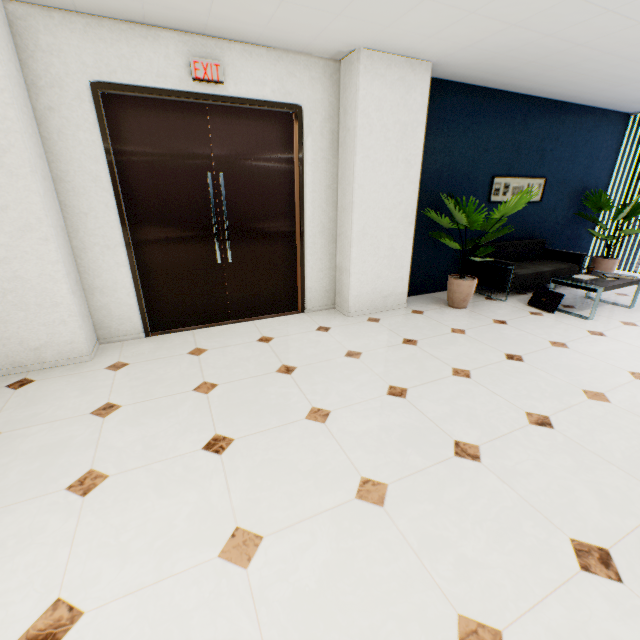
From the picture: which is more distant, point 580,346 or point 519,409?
point 580,346

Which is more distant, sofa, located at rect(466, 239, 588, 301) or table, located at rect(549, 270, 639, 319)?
sofa, located at rect(466, 239, 588, 301)

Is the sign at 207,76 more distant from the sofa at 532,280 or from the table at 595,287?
the table at 595,287

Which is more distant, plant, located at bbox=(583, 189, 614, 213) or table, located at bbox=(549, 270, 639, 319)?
plant, located at bbox=(583, 189, 614, 213)

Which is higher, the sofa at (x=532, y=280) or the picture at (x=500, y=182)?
the picture at (x=500, y=182)

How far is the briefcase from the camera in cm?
453

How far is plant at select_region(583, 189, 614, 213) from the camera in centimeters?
609cm

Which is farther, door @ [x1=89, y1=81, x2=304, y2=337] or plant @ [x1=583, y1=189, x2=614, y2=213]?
plant @ [x1=583, y1=189, x2=614, y2=213]
